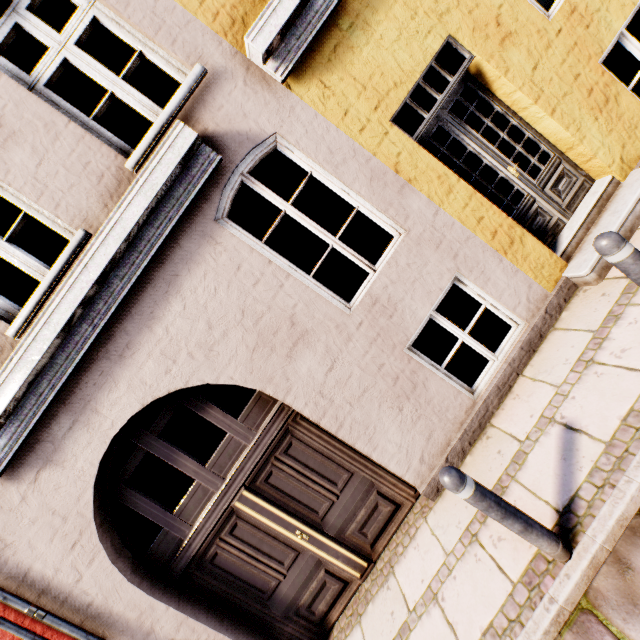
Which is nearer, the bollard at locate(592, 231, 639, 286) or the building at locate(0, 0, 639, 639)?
the bollard at locate(592, 231, 639, 286)

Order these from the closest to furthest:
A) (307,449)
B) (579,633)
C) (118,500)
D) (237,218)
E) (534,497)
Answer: (579,633) < (534,497) < (307,449) < (118,500) < (237,218)

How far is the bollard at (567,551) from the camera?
2.18m

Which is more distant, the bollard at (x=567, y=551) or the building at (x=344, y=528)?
the building at (x=344, y=528)

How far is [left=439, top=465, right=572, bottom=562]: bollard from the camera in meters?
2.2

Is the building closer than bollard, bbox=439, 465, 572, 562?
No
